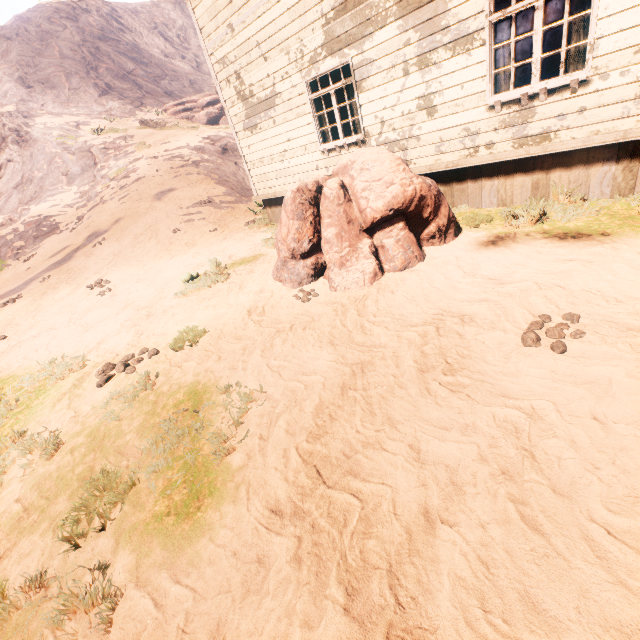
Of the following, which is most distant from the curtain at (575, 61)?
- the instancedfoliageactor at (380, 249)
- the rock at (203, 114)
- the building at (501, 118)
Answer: the rock at (203, 114)

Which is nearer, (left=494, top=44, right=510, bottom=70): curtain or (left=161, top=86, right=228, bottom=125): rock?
(left=494, top=44, right=510, bottom=70): curtain

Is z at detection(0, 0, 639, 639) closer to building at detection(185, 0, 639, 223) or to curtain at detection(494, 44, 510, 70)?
building at detection(185, 0, 639, 223)

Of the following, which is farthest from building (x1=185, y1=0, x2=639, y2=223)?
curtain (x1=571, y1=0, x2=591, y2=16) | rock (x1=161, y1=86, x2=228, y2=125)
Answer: rock (x1=161, y1=86, x2=228, y2=125)

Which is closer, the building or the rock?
the building

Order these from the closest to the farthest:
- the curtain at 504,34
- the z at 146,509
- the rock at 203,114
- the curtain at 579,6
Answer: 1. the z at 146,509
2. the curtain at 579,6
3. the curtain at 504,34
4. the rock at 203,114

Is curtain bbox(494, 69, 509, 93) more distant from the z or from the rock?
the rock

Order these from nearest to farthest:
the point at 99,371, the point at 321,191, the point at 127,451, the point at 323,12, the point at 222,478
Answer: the point at 222,478 → the point at 127,451 → the point at 99,371 → the point at 321,191 → the point at 323,12
